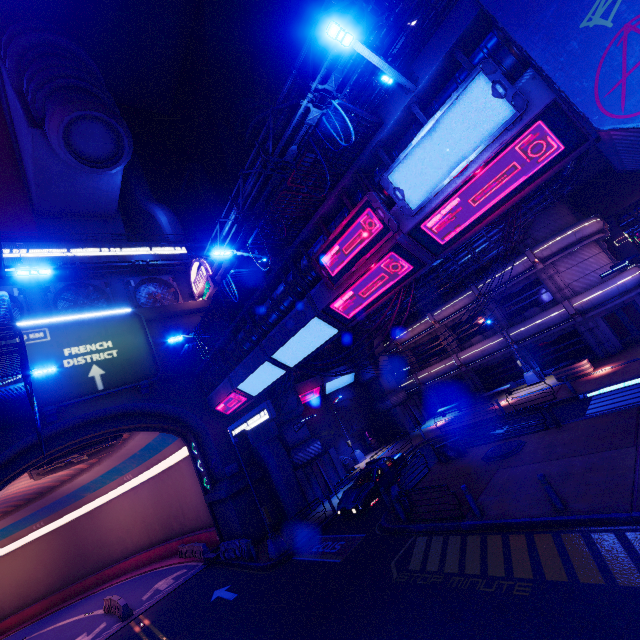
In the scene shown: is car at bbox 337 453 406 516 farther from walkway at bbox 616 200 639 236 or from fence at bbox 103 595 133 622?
walkway at bbox 616 200 639 236

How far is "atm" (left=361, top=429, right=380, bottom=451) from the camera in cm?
3128

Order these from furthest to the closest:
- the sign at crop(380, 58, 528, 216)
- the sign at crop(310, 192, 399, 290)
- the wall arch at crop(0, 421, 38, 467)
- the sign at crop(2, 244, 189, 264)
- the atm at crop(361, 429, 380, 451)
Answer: the atm at crop(361, 429, 380, 451) < the sign at crop(2, 244, 189, 264) < the wall arch at crop(0, 421, 38, 467) < the sign at crop(310, 192, 399, 290) < the sign at crop(380, 58, 528, 216)

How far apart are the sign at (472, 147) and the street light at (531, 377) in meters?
20.9

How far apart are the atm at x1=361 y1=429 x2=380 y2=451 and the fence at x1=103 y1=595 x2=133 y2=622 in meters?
21.6 m

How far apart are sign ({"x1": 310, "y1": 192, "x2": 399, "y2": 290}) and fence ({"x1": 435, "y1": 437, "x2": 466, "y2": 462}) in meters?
12.1 m

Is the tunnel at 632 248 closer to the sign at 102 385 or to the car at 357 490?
the car at 357 490

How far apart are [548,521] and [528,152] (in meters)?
10.24
